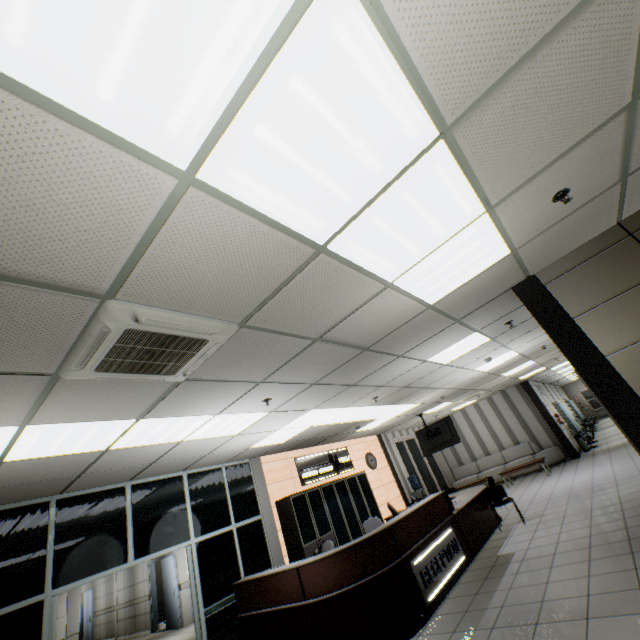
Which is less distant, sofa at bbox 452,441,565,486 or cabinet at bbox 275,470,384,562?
cabinet at bbox 275,470,384,562

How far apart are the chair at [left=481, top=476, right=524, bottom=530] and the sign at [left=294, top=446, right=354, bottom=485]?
4.0 meters

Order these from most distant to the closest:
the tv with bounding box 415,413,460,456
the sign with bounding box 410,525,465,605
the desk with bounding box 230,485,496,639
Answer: the tv with bounding box 415,413,460,456, the sign with bounding box 410,525,465,605, the desk with bounding box 230,485,496,639

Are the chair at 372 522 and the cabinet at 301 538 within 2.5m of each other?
yes

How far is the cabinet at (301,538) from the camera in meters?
7.2 m

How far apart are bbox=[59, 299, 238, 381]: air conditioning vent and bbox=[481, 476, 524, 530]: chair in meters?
7.4 m

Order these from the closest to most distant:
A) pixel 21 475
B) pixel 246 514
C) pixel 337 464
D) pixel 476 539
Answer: pixel 21 475, pixel 476 539, pixel 246 514, pixel 337 464

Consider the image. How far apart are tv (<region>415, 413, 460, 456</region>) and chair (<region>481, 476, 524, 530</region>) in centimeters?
245cm
